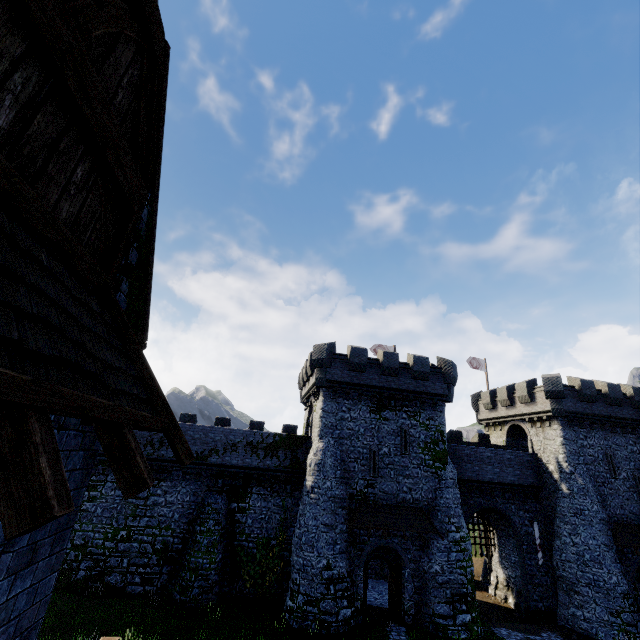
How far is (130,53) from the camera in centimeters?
329cm

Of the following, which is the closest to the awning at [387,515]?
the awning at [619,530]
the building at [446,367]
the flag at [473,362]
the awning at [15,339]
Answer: the building at [446,367]

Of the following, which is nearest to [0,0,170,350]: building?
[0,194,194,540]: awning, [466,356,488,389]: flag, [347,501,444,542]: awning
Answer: [0,194,194,540]: awning

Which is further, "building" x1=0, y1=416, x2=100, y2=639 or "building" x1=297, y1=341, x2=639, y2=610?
"building" x1=297, y1=341, x2=639, y2=610

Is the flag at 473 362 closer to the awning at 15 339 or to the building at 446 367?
the building at 446 367

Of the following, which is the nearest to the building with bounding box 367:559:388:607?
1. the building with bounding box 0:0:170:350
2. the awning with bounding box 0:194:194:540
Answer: the building with bounding box 0:0:170:350

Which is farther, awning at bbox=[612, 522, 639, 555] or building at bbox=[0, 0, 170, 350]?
awning at bbox=[612, 522, 639, 555]

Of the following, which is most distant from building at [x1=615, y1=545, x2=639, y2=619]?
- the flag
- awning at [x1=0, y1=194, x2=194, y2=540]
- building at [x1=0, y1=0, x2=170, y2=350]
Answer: awning at [x1=0, y1=194, x2=194, y2=540]
